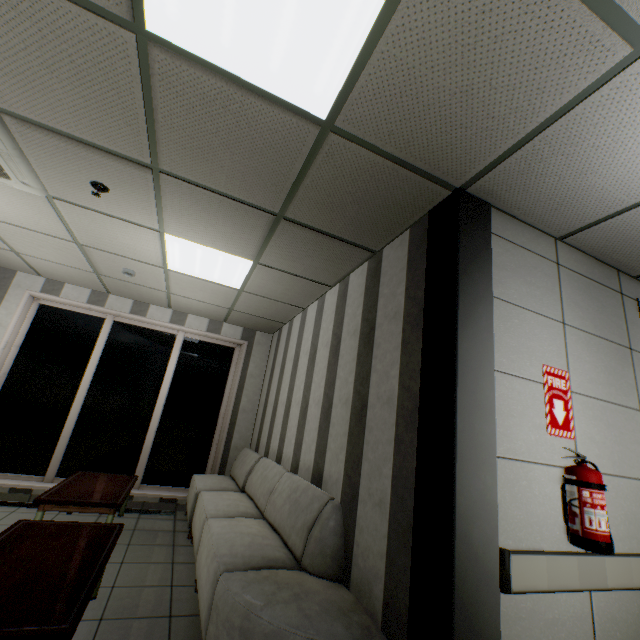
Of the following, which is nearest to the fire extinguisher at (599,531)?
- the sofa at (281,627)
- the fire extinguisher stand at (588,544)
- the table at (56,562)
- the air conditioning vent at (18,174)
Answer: the fire extinguisher stand at (588,544)

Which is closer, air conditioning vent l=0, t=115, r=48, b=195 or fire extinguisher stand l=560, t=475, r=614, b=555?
fire extinguisher stand l=560, t=475, r=614, b=555

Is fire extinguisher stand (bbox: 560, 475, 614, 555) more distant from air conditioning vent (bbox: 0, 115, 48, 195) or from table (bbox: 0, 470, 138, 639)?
air conditioning vent (bbox: 0, 115, 48, 195)

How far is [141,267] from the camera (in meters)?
4.30

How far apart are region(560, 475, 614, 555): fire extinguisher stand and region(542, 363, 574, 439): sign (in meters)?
0.24

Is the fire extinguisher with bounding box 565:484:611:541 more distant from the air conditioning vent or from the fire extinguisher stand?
the air conditioning vent

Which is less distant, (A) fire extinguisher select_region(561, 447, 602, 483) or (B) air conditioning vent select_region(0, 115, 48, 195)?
(A) fire extinguisher select_region(561, 447, 602, 483)

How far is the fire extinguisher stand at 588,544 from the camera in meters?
1.7
